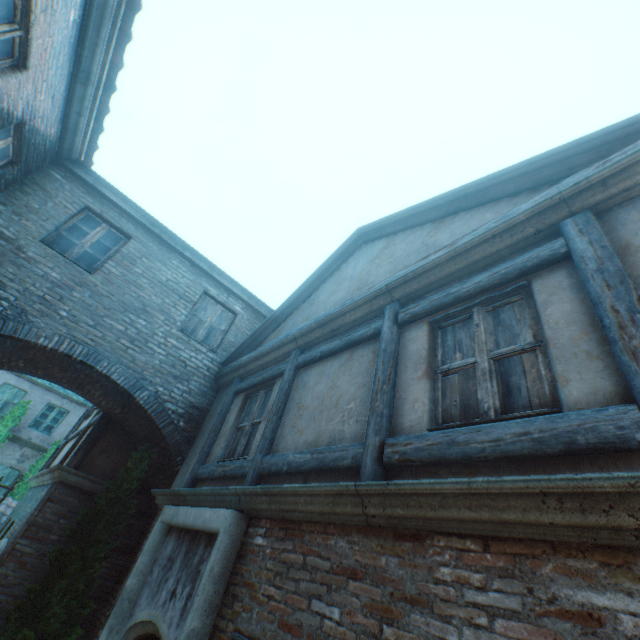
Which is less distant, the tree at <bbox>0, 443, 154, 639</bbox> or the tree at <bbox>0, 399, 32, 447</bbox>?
the tree at <bbox>0, 443, 154, 639</bbox>

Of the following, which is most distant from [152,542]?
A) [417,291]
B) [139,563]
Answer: [417,291]

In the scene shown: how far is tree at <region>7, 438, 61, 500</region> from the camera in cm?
1363

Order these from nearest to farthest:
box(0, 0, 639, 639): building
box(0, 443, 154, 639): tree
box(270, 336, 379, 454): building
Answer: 1. box(0, 0, 639, 639): building
2. box(270, 336, 379, 454): building
3. box(0, 443, 154, 639): tree

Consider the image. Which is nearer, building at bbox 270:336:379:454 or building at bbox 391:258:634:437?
building at bbox 391:258:634:437

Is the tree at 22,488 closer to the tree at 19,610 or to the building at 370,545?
the building at 370,545

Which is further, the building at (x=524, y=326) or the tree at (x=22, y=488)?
the tree at (x=22, y=488)

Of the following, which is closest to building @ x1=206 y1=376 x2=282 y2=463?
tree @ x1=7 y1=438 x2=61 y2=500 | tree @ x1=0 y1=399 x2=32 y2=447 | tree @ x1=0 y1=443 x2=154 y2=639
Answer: tree @ x1=0 y1=443 x2=154 y2=639
